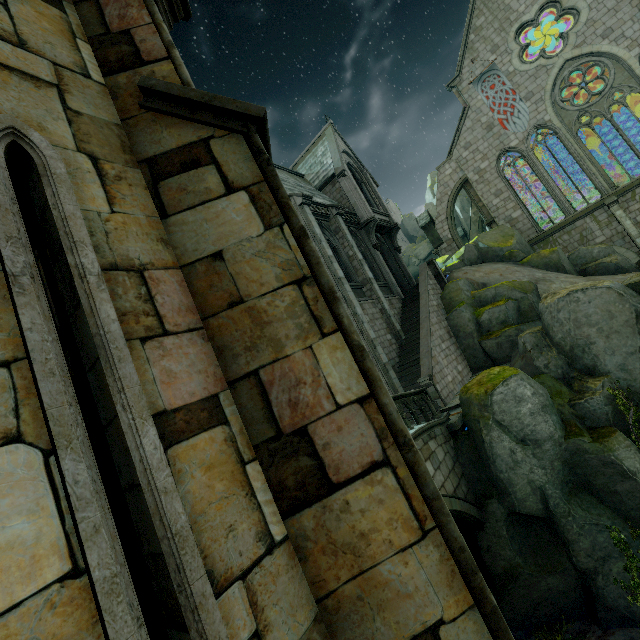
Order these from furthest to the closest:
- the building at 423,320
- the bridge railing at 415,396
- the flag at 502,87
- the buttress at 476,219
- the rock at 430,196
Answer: the rock at 430,196 < the buttress at 476,219 < the flag at 502,87 < the bridge railing at 415,396 < the building at 423,320

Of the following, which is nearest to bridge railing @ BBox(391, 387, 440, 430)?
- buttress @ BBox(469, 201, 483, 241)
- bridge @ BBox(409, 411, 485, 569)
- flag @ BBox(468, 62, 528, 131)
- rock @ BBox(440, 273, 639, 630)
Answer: bridge @ BBox(409, 411, 485, 569)

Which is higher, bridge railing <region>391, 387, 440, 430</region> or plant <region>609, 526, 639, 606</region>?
bridge railing <region>391, 387, 440, 430</region>

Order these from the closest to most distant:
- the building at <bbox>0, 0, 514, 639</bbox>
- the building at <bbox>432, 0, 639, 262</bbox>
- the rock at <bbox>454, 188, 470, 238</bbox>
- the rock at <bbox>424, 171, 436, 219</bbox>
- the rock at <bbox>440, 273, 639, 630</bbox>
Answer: the building at <bbox>0, 0, 514, 639</bbox>
the rock at <bbox>440, 273, 639, 630</bbox>
the building at <bbox>432, 0, 639, 262</bbox>
the rock at <bbox>454, 188, 470, 238</bbox>
the rock at <bbox>424, 171, 436, 219</bbox>

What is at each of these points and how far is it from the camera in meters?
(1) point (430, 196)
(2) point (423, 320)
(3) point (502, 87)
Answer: (1) rock, 49.8
(2) building, 16.3
(3) flag, 23.8

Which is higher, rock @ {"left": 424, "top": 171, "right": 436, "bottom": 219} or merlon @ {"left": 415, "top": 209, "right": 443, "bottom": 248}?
rock @ {"left": 424, "top": 171, "right": 436, "bottom": 219}

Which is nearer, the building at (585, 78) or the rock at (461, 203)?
the building at (585, 78)

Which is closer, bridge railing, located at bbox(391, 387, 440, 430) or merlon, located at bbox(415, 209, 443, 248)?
bridge railing, located at bbox(391, 387, 440, 430)
